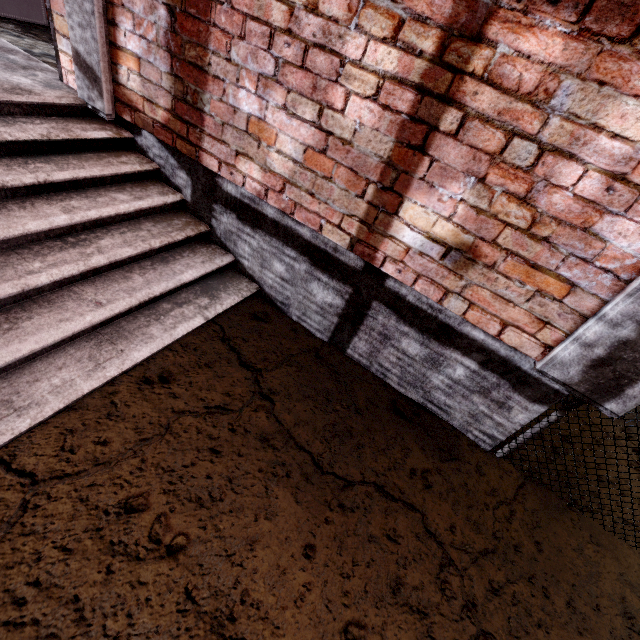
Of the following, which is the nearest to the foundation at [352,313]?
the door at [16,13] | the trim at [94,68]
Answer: the trim at [94,68]

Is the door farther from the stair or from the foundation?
the foundation

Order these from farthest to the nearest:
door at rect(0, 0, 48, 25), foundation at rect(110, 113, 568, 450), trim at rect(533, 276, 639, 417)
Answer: door at rect(0, 0, 48, 25)
foundation at rect(110, 113, 568, 450)
trim at rect(533, 276, 639, 417)

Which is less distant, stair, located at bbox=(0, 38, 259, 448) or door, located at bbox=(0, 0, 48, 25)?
stair, located at bbox=(0, 38, 259, 448)

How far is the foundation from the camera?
2.0 meters

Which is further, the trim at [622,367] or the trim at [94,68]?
the trim at [94,68]

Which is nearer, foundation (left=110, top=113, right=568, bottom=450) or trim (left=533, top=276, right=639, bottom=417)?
trim (left=533, top=276, right=639, bottom=417)

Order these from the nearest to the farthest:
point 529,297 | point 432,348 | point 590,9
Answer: → point 590,9 → point 529,297 → point 432,348
